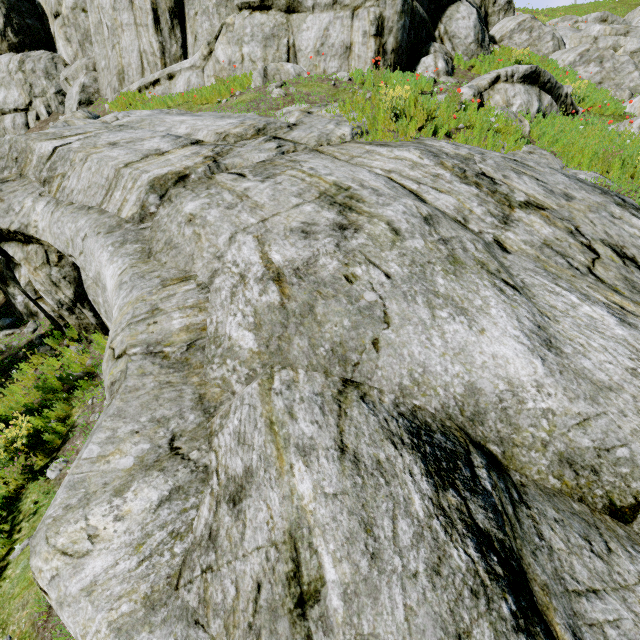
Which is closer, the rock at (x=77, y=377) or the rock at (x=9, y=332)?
the rock at (x=77, y=377)

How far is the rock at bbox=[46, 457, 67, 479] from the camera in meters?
5.1 m

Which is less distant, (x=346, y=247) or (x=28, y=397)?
(x=346, y=247)

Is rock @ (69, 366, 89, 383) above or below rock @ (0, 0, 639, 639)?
below

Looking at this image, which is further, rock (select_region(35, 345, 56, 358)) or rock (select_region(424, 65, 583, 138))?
rock (select_region(424, 65, 583, 138))

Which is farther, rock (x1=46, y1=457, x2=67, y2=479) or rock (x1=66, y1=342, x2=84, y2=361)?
rock (x1=66, y1=342, x2=84, y2=361)
